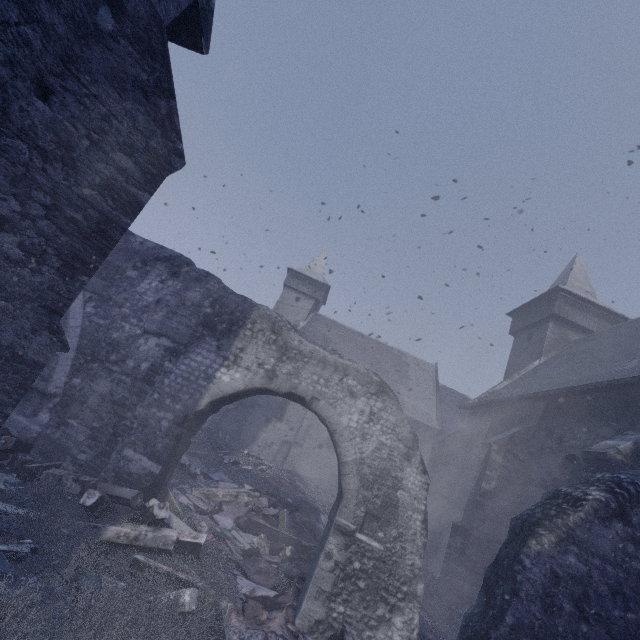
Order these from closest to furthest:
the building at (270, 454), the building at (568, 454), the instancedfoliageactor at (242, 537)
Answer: the instancedfoliageactor at (242, 537)
the building at (568, 454)
the building at (270, 454)

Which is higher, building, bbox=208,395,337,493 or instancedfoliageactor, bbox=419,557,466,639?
building, bbox=208,395,337,493

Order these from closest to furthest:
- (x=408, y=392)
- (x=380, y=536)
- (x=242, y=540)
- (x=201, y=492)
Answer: (x=380, y=536) → (x=242, y=540) → (x=201, y=492) → (x=408, y=392)

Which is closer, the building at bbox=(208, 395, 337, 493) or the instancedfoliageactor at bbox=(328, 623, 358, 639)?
the instancedfoliageactor at bbox=(328, 623, 358, 639)

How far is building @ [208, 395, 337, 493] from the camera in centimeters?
2183cm

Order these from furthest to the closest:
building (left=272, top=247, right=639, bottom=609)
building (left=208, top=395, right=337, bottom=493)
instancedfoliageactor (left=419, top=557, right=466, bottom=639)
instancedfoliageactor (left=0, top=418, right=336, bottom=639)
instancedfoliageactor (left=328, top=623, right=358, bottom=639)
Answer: building (left=208, top=395, right=337, bottom=493)
building (left=272, top=247, right=639, bottom=609)
instancedfoliageactor (left=419, top=557, right=466, bottom=639)
instancedfoliageactor (left=328, top=623, right=358, bottom=639)
instancedfoliageactor (left=0, top=418, right=336, bottom=639)

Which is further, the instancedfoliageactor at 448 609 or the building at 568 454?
A: the building at 568 454
